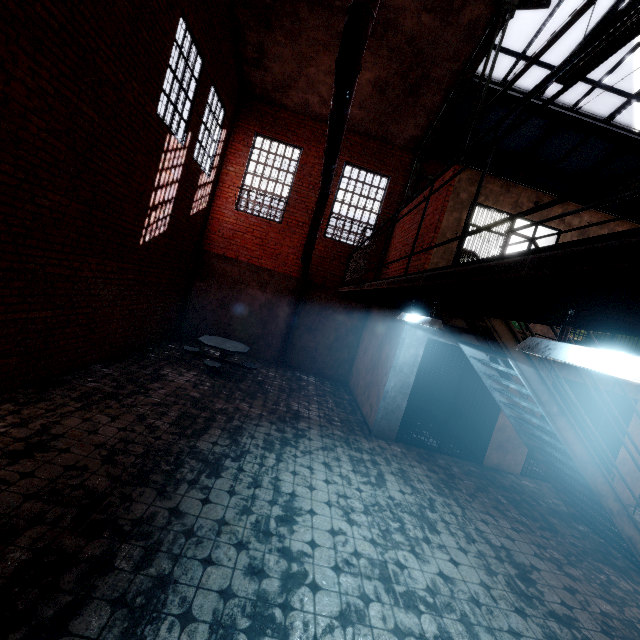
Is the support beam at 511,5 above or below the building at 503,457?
above

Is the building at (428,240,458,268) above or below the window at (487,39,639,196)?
below

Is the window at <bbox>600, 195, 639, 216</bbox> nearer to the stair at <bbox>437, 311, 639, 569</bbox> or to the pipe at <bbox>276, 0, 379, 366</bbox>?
the pipe at <bbox>276, 0, 379, 366</bbox>

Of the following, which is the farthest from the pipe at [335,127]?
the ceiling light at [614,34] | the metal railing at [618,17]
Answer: the ceiling light at [614,34]

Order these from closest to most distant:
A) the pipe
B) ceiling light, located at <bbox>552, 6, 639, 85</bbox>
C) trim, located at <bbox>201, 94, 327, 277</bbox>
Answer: the pipe
ceiling light, located at <bbox>552, 6, 639, 85</bbox>
trim, located at <bbox>201, 94, 327, 277</bbox>

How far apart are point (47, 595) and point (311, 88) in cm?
1134

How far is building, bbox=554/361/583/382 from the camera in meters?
7.1

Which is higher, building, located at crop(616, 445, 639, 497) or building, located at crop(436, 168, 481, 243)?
building, located at crop(436, 168, 481, 243)
